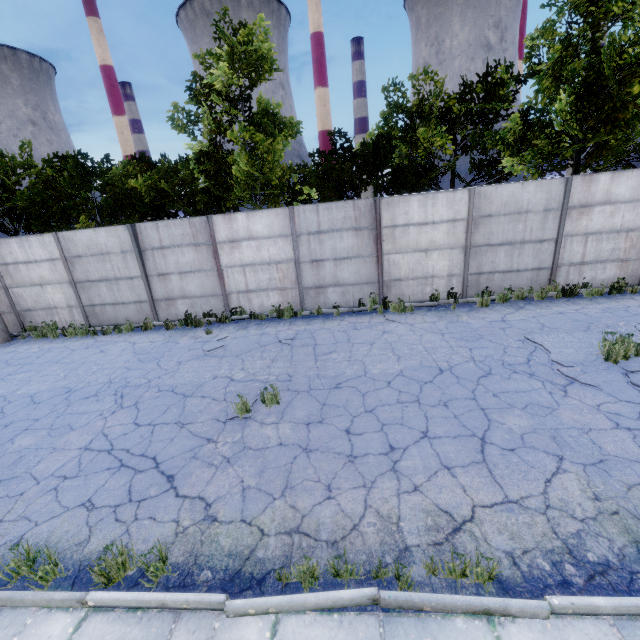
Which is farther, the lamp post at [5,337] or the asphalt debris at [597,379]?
the lamp post at [5,337]

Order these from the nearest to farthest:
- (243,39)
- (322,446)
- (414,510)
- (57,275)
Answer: (414,510) < (322,446) < (243,39) < (57,275)

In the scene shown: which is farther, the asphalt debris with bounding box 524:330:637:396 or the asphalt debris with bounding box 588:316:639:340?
the asphalt debris with bounding box 588:316:639:340

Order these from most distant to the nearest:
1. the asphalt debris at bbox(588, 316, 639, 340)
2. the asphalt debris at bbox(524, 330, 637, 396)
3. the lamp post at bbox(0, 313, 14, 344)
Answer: the lamp post at bbox(0, 313, 14, 344) < the asphalt debris at bbox(588, 316, 639, 340) < the asphalt debris at bbox(524, 330, 637, 396)

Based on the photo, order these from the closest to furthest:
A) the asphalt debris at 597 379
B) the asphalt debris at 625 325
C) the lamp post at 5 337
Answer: the asphalt debris at 597 379
the asphalt debris at 625 325
the lamp post at 5 337

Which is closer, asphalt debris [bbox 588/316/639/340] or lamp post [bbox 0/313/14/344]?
asphalt debris [bbox 588/316/639/340]
